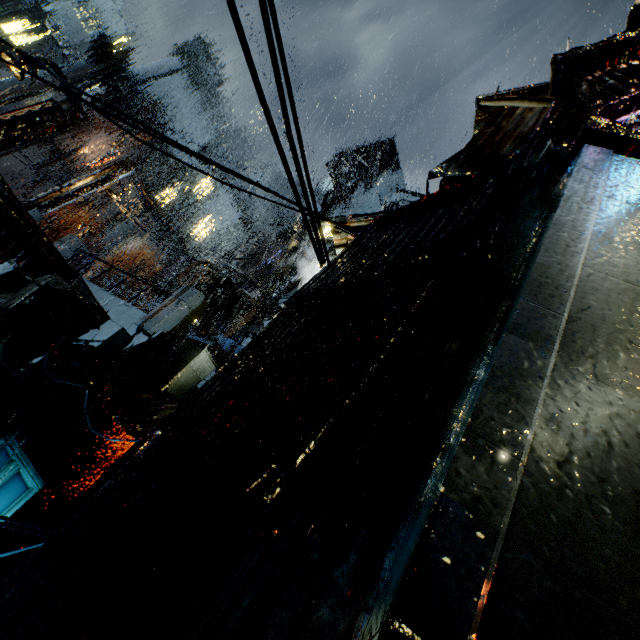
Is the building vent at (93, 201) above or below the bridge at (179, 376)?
above

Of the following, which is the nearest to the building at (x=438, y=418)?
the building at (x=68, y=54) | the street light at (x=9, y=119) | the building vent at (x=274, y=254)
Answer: the building vent at (x=274, y=254)

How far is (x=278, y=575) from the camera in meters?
1.3 m

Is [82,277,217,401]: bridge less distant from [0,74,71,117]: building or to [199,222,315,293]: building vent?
[0,74,71,117]: building

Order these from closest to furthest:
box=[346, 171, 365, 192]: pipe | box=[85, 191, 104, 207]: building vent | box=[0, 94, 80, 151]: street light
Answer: box=[0, 94, 80, 151]: street light
box=[346, 171, 365, 192]: pipe
box=[85, 191, 104, 207]: building vent

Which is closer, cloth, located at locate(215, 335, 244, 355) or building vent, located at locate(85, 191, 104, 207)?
cloth, located at locate(215, 335, 244, 355)

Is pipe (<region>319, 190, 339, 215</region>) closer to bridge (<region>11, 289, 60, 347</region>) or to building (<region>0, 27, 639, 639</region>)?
building (<region>0, 27, 639, 639</region>)

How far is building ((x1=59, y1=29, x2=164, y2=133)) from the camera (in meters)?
51.44
